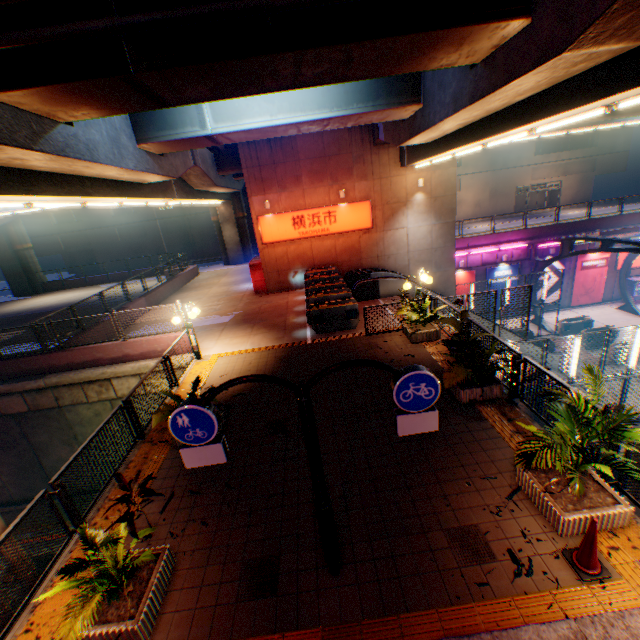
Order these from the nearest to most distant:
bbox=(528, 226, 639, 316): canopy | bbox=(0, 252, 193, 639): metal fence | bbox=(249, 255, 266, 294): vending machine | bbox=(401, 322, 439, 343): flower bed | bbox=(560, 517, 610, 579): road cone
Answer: bbox=(560, 517, 610, 579): road cone
bbox=(0, 252, 193, 639): metal fence
bbox=(401, 322, 439, 343): flower bed
bbox=(528, 226, 639, 316): canopy
bbox=(249, 255, 266, 294): vending machine

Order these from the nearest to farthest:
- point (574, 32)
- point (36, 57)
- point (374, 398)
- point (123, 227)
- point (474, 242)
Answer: point (574, 32) < point (36, 57) < point (374, 398) < point (474, 242) < point (123, 227)

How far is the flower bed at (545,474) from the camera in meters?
4.6

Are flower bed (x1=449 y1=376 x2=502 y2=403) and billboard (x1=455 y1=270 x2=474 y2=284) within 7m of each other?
no

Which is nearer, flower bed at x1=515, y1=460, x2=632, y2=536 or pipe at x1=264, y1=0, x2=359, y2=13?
flower bed at x1=515, y1=460, x2=632, y2=536

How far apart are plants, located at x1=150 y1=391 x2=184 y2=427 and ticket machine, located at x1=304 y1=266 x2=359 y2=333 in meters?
6.9 m

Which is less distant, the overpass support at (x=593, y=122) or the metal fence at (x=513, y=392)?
the metal fence at (x=513, y=392)

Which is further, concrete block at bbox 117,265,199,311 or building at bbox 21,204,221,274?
building at bbox 21,204,221,274
